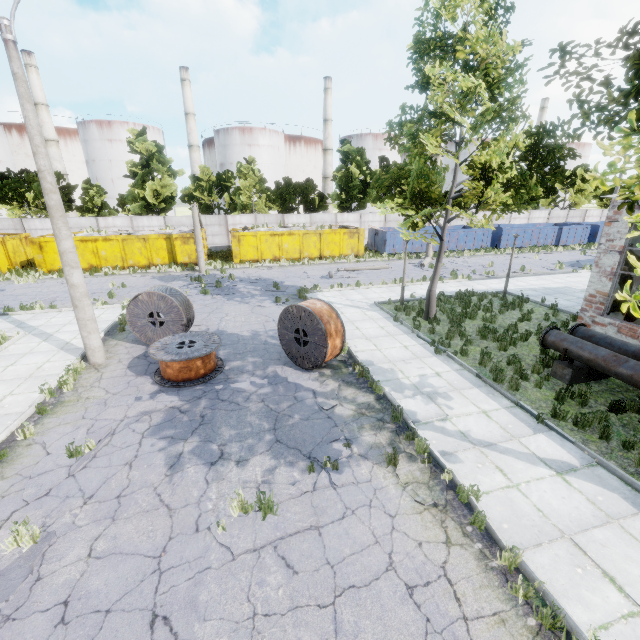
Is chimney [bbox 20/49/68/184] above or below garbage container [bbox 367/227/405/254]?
above

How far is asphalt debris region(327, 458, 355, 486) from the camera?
5.94m

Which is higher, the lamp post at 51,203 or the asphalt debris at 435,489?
the lamp post at 51,203

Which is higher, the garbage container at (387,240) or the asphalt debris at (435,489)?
the garbage container at (387,240)

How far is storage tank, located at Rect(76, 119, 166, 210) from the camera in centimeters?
5106cm

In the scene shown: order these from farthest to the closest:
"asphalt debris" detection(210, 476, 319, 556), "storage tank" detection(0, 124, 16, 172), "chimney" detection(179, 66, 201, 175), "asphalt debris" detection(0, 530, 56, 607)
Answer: "storage tank" detection(0, 124, 16, 172), "chimney" detection(179, 66, 201, 175), "asphalt debris" detection(210, 476, 319, 556), "asphalt debris" detection(0, 530, 56, 607)

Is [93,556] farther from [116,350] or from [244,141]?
[244,141]

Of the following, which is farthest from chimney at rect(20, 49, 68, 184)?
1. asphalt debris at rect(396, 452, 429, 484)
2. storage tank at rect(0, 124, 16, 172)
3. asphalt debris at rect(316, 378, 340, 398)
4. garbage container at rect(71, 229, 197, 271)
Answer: asphalt debris at rect(396, 452, 429, 484)
